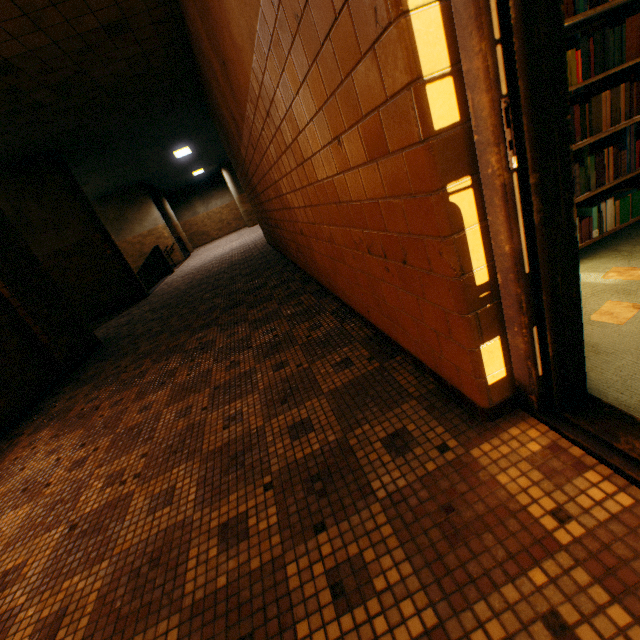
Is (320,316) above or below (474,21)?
below

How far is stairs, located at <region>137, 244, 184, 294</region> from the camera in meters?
12.6 m

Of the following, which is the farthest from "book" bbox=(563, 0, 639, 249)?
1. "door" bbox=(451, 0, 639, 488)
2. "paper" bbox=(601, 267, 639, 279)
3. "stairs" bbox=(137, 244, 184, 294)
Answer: "stairs" bbox=(137, 244, 184, 294)

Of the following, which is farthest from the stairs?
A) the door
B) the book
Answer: the door

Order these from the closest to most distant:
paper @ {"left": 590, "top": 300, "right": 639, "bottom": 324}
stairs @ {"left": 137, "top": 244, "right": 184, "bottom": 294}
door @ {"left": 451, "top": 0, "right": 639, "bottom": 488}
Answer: door @ {"left": 451, "top": 0, "right": 639, "bottom": 488} → paper @ {"left": 590, "top": 300, "right": 639, "bottom": 324} → stairs @ {"left": 137, "top": 244, "right": 184, "bottom": 294}

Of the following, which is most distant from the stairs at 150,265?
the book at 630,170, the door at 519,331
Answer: the door at 519,331

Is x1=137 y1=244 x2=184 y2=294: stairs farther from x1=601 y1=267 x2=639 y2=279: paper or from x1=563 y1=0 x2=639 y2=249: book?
x1=601 y1=267 x2=639 y2=279: paper

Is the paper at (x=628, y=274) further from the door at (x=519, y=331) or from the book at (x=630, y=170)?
the door at (x=519, y=331)
